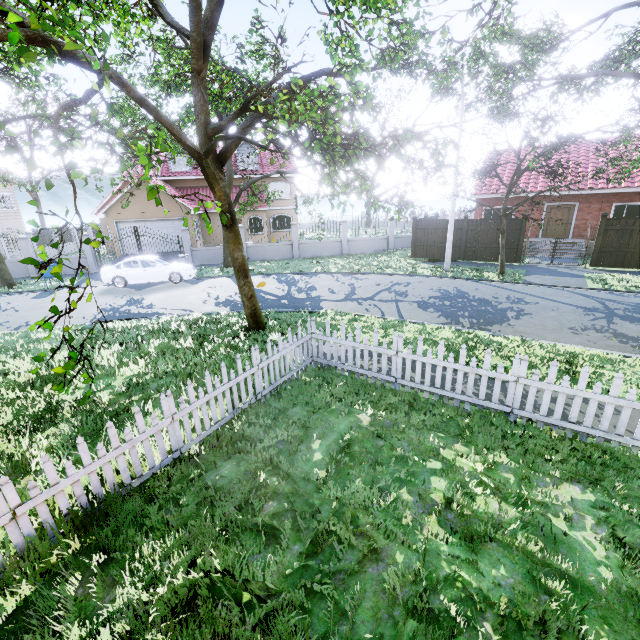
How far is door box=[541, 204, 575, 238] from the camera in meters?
20.3 m

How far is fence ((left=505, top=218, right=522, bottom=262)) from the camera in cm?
1731

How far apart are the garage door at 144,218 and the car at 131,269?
7.7m

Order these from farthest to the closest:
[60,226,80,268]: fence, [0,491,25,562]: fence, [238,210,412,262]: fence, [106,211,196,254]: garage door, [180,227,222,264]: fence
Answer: [106,211,196,254]: garage door < [238,210,412,262]: fence < [180,227,222,264]: fence < [60,226,80,268]: fence < [0,491,25,562]: fence

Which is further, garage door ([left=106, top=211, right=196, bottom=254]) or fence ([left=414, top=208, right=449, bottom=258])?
garage door ([left=106, top=211, right=196, bottom=254])

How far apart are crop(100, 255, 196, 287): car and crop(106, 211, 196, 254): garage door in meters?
7.7 m

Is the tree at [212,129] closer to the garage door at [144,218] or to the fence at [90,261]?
the fence at [90,261]

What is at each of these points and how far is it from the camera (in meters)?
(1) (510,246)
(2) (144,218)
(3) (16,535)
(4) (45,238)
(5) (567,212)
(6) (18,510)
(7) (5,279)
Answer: (1) fence, 17.77
(2) garage door, 24.28
(3) fence, 3.21
(4) fence, 19.78
(5) door, 20.36
(6) fence, 3.18
(7) tree, 17.44
